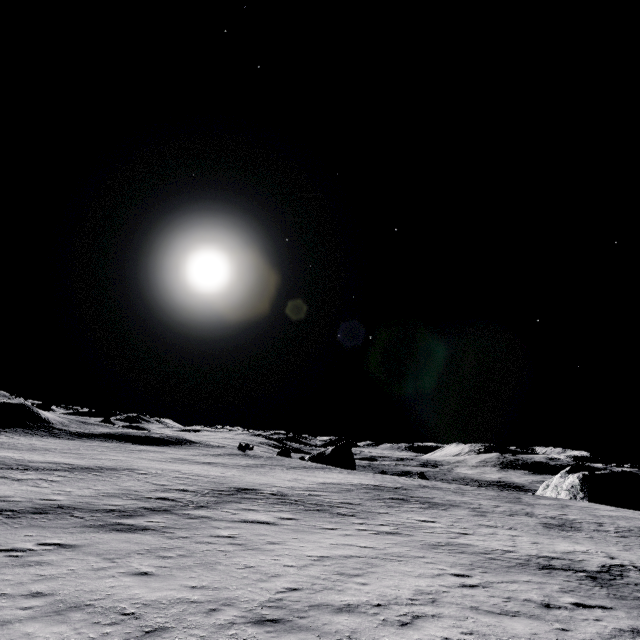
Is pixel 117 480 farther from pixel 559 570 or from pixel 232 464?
pixel 559 570
